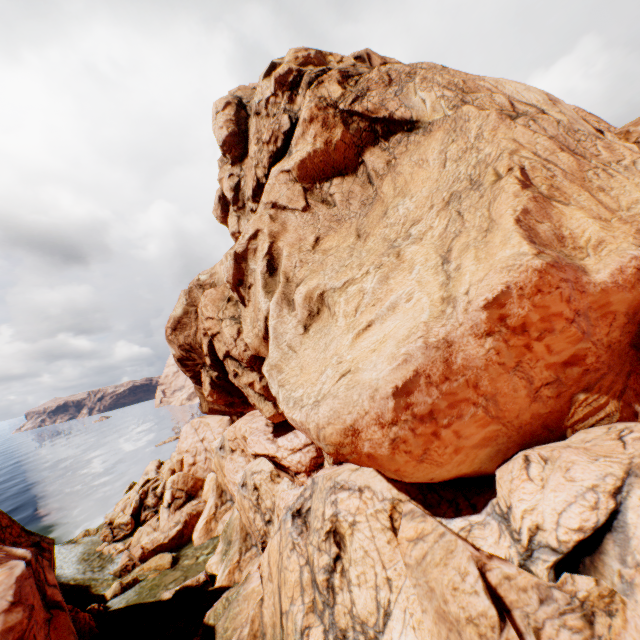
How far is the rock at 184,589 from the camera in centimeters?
2319cm

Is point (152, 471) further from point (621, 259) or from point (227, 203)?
point (621, 259)

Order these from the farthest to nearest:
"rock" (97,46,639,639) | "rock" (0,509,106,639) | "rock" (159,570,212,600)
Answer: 1. "rock" (159,570,212,600)
2. "rock" (0,509,106,639)
3. "rock" (97,46,639,639)

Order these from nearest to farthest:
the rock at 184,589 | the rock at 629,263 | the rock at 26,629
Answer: the rock at 629,263 → the rock at 26,629 → the rock at 184,589

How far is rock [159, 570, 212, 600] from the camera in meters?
23.2 m

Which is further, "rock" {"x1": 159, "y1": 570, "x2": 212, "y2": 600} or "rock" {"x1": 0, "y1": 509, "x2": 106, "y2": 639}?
"rock" {"x1": 159, "y1": 570, "x2": 212, "y2": 600}
